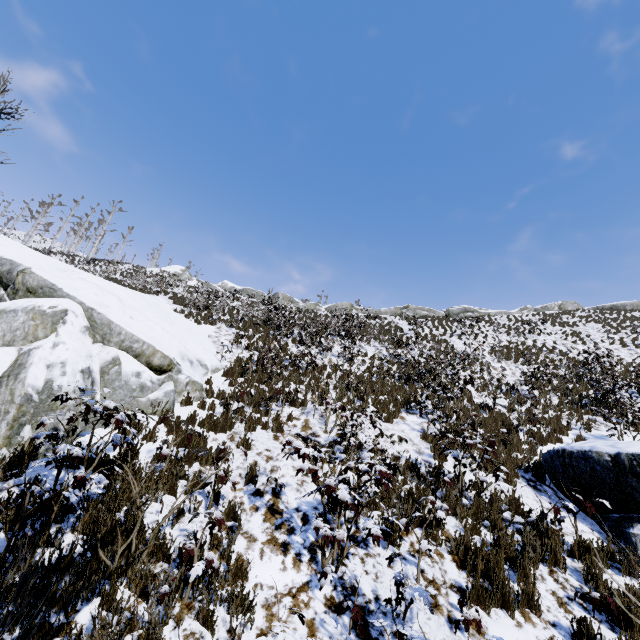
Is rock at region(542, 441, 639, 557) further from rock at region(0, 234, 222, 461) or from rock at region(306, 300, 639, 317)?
rock at region(306, 300, 639, 317)

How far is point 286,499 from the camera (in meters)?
5.69

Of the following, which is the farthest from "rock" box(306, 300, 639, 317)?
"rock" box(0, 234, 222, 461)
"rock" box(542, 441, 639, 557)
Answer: "rock" box(542, 441, 639, 557)

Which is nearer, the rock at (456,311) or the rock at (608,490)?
the rock at (608,490)

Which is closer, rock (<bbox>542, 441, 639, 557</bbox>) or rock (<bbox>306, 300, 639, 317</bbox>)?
rock (<bbox>542, 441, 639, 557</bbox>)

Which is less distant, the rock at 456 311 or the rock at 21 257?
the rock at 21 257
